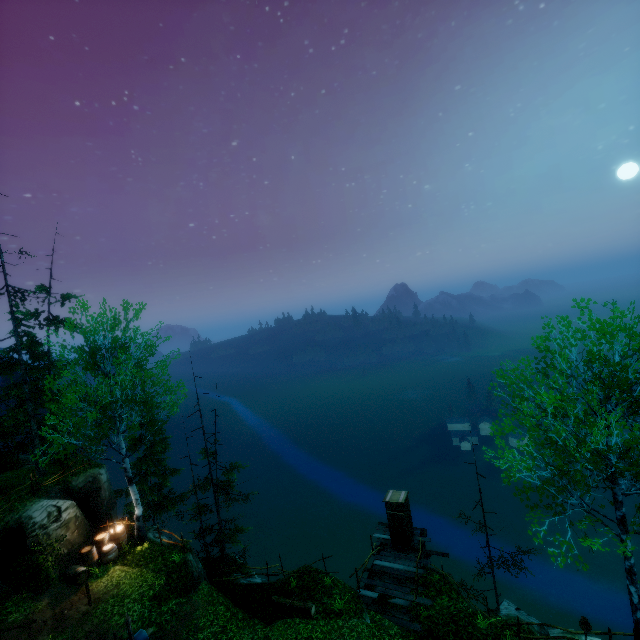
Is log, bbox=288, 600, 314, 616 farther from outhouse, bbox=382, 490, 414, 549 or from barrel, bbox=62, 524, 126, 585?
barrel, bbox=62, 524, 126, 585

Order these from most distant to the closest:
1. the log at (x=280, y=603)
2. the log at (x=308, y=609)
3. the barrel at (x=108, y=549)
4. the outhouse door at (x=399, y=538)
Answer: the outhouse door at (x=399, y=538) < the barrel at (x=108, y=549) < the log at (x=280, y=603) < the log at (x=308, y=609)

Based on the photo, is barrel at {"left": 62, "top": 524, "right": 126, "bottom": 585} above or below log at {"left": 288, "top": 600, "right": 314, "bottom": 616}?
above

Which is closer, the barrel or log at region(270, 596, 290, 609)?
log at region(270, 596, 290, 609)

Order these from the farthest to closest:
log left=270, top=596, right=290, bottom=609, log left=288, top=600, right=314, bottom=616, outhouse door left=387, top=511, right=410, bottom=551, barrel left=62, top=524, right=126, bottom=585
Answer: outhouse door left=387, top=511, right=410, bottom=551, barrel left=62, top=524, right=126, bottom=585, log left=270, top=596, right=290, bottom=609, log left=288, top=600, right=314, bottom=616

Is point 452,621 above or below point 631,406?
below

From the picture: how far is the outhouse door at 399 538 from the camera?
17.20m
